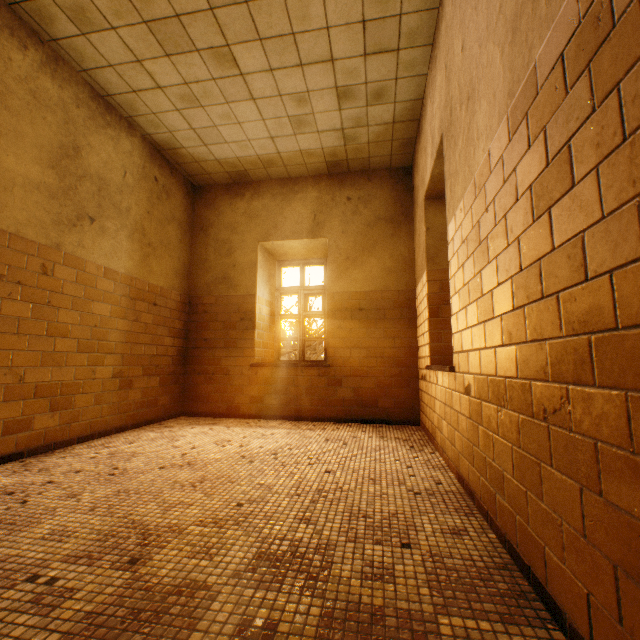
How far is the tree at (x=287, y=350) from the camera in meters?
12.8

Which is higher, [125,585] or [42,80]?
[42,80]

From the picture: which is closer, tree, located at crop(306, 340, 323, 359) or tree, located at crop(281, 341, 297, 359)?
tree, located at crop(306, 340, 323, 359)

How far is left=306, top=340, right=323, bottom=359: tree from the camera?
11.8m
